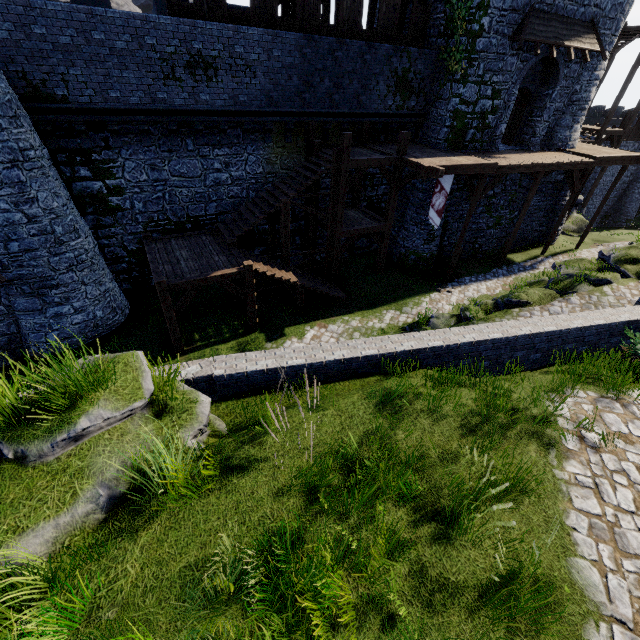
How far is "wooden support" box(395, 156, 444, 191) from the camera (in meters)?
12.90

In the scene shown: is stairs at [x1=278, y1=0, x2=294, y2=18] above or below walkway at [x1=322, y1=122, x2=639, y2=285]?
above

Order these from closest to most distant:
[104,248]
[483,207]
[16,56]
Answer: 1. [16,56]
2. [104,248]
3. [483,207]

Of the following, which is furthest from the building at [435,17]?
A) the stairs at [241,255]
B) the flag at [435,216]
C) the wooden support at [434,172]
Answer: the stairs at [241,255]

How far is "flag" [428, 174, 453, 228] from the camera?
14.4m

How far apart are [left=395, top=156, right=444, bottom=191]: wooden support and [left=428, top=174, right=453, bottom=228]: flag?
0.8 meters

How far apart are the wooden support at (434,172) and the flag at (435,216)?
0.8m

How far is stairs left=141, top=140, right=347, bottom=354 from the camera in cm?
1123
